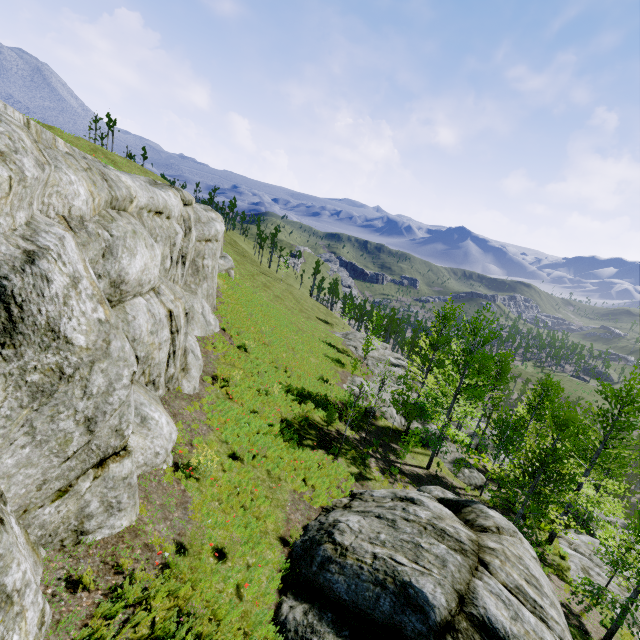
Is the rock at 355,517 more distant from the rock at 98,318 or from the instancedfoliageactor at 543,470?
the instancedfoliageactor at 543,470

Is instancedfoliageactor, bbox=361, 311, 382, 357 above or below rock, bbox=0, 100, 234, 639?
below

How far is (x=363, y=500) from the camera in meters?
11.2 m

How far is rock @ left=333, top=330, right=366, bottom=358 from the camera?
40.4m

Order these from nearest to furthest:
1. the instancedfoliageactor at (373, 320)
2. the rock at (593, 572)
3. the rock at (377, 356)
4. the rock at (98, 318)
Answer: the rock at (98, 318) → the rock at (593, 572) → the rock at (377, 356) → the instancedfoliageactor at (373, 320)

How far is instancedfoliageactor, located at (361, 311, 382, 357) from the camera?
31.7m
